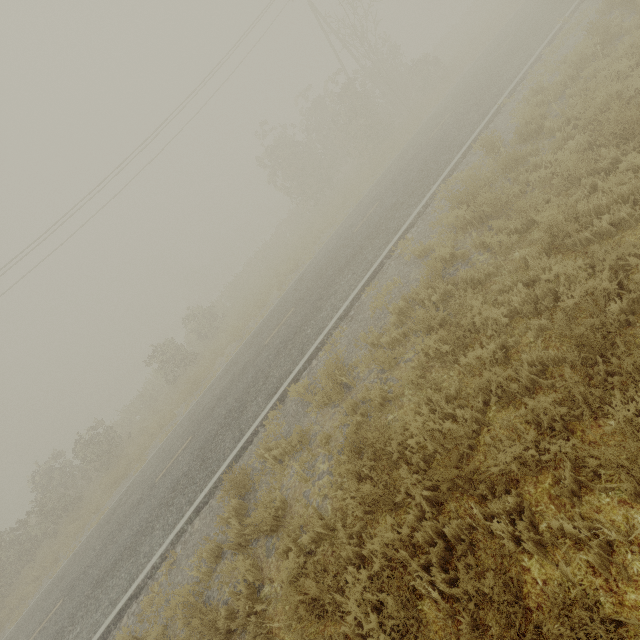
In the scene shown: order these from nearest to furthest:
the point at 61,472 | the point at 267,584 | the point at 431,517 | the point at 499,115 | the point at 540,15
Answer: the point at 431,517, the point at 267,584, the point at 499,115, the point at 540,15, the point at 61,472
